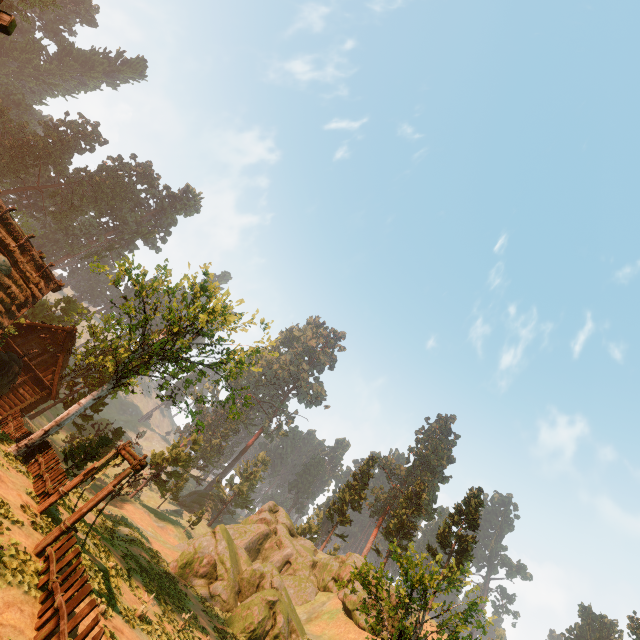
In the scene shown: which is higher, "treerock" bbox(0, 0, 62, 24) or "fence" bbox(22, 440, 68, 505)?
"treerock" bbox(0, 0, 62, 24)

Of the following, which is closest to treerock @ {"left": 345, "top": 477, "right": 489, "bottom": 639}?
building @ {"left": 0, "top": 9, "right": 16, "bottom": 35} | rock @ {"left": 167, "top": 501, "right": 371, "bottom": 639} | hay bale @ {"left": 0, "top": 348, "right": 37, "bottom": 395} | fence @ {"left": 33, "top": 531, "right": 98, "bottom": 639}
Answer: building @ {"left": 0, "top": 9, "right": 16, "bottom": 35}

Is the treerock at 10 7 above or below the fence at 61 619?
above

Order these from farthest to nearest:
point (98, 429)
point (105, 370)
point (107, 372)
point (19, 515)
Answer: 1. point (98, 429)
2. point (107, 372)
3. point (105, 370)
4. point (19, 515)

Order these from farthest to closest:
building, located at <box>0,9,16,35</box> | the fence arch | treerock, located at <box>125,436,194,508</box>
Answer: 1. treerock, located at <box>125,436,194,508</box>
2. the fence arch
3. building, located at <box>0,9,16,35</box>

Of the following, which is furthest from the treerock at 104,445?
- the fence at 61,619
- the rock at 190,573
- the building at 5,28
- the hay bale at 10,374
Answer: the fence at 61,619

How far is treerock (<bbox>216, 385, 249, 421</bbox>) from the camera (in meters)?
24.11
